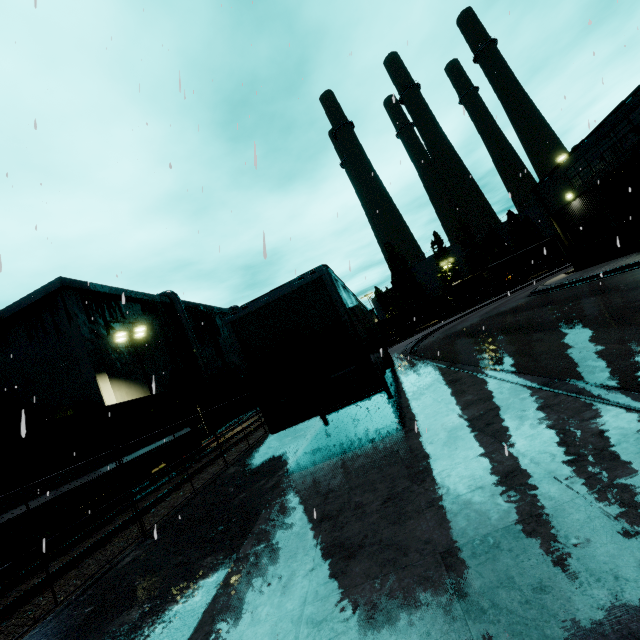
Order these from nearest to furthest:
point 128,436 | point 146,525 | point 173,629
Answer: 1. point 173,629
2. point 146,525
3. point 128,436

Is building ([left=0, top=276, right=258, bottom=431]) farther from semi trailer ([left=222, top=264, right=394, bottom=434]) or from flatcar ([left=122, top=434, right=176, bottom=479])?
flatcar ([left=122, top=434, right=176, bottom=479])

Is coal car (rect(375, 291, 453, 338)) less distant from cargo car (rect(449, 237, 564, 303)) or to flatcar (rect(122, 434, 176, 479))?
cargo car (rect(449, 237, 564, 303))

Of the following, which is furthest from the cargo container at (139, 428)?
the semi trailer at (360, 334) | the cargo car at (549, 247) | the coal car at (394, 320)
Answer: the cargo car at (549, 247)

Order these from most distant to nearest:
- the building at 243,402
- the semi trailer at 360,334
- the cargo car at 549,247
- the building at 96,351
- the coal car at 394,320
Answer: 1. the coal car at 394,320
2. the cargo car at 549,247
3. the building at 243,402
4. the building at 96,351
5. the semi trailer at 360,334

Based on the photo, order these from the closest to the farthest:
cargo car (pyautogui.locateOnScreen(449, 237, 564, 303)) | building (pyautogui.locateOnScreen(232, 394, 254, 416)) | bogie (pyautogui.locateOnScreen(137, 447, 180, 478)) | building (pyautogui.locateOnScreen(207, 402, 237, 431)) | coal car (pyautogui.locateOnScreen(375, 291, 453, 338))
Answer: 1. bogie (pyautogui.locateOnScreen(137, 447, 180, 478))
2. building (pyautogui.locateOnScreen(207, 402, 237, 431))
3. building (pyautogui.locateOnScreen(232, 394, 254, 416))
4. cargo car (pyautogui.locateOnScreen(449, 237, 564, 303))
5. coal car (pyautogui.locateOnScreen(375, 291, 453, 338))

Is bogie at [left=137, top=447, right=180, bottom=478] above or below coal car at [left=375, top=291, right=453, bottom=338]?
below

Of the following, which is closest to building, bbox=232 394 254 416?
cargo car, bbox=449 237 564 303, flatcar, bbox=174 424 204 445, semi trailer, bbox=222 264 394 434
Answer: semi trailer, bbox=222 264 394 434
